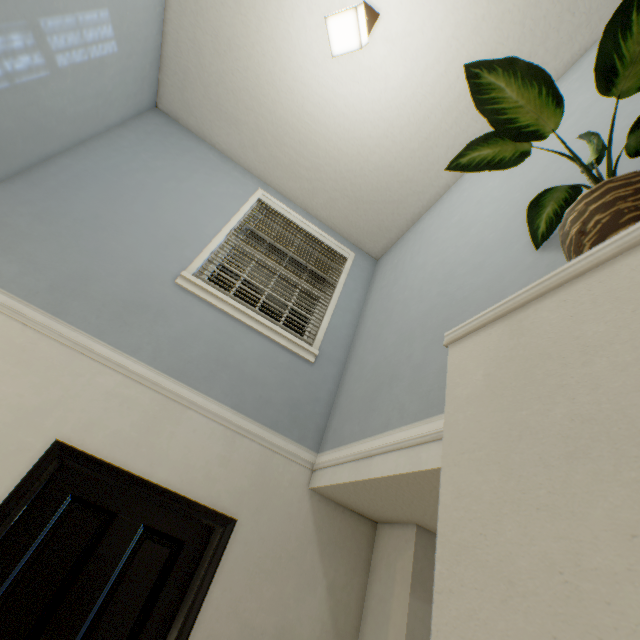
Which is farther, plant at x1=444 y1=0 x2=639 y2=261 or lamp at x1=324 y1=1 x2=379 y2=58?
lamp at x1=324 y1=1 x2=379 y2=58

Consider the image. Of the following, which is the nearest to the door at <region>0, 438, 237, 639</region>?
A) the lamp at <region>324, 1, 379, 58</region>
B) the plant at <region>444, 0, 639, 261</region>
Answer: the plant at <region>444, 0, 639, 261</region>

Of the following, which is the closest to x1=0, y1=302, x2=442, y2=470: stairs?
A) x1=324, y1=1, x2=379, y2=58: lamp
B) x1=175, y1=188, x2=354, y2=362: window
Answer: A: x1=175, y1=188, x2=354, y2=362: window

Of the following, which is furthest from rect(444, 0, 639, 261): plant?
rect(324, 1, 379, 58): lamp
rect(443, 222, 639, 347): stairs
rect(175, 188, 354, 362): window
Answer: rect(175, 188, 354, 362): window

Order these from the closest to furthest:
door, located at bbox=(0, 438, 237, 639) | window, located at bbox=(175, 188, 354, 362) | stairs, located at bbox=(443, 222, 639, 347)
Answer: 1. stairs, located at bbox=(443, 222, 639, 347)
2. door, located at bbox=(0, 438, 237, 639)
3. window, located at bbox=(175, 188, 354, 362)

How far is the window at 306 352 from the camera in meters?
2.6 m

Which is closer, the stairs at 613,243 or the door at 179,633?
the stairs at 613,243

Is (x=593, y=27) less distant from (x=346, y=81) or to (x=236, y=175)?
(x=346, y=81)
